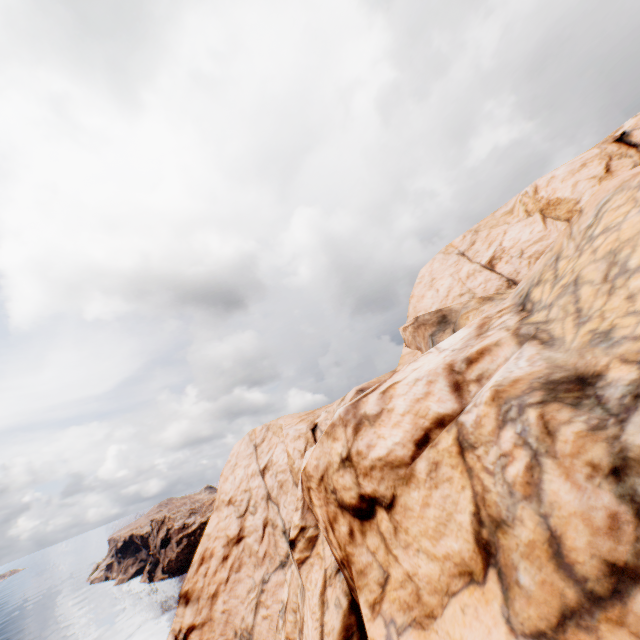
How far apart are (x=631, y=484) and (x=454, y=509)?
4.8m
